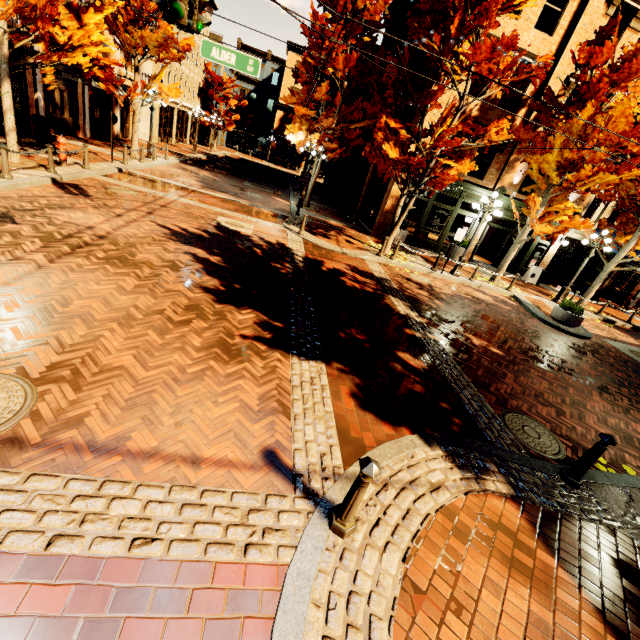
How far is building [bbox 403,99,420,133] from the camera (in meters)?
15.03

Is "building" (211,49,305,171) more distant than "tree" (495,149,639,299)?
Yes

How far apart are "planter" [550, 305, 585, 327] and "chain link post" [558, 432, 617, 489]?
9.6 meters

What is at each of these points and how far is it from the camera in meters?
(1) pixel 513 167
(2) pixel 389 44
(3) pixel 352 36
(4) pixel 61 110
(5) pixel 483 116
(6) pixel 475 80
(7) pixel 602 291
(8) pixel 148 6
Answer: (1) building, 16.2
(2) building, 24.6
(3) tree, 14.9
(4) building, 17.1
(5) building, 15.2
(6) tree, 11.6
(7) building, 20.8
(8) tree, 13.6

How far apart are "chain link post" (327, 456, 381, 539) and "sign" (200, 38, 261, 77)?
11.34m

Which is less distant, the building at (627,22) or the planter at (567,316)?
the planter at (567,316)

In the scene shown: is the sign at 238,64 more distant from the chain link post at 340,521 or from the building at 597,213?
the chain link post at 340,521

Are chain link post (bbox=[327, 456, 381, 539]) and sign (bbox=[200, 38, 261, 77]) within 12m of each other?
yes
